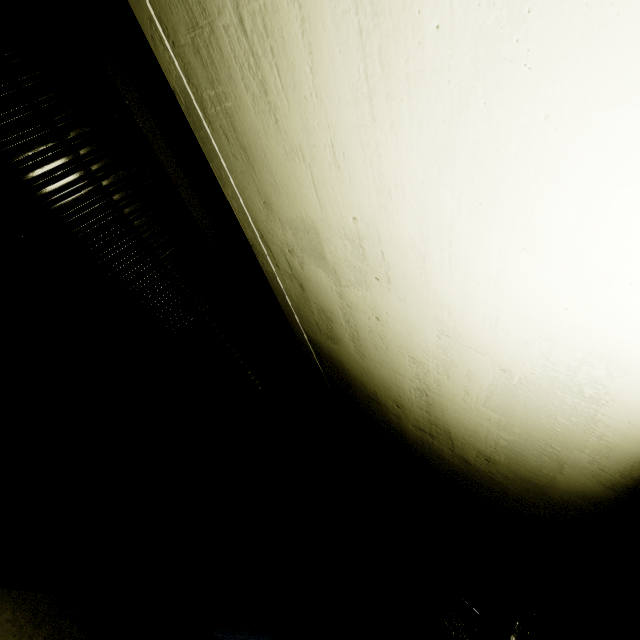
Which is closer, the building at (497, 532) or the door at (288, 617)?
the building at (497, 532)

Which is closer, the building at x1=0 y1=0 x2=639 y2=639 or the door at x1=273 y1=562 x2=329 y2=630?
the building at x1=0 y1=0 x2=639 y2=639

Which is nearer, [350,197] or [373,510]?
[350,197]

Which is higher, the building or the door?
the building

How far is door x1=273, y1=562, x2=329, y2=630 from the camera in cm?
1105

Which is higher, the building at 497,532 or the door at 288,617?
the building at 497,532
